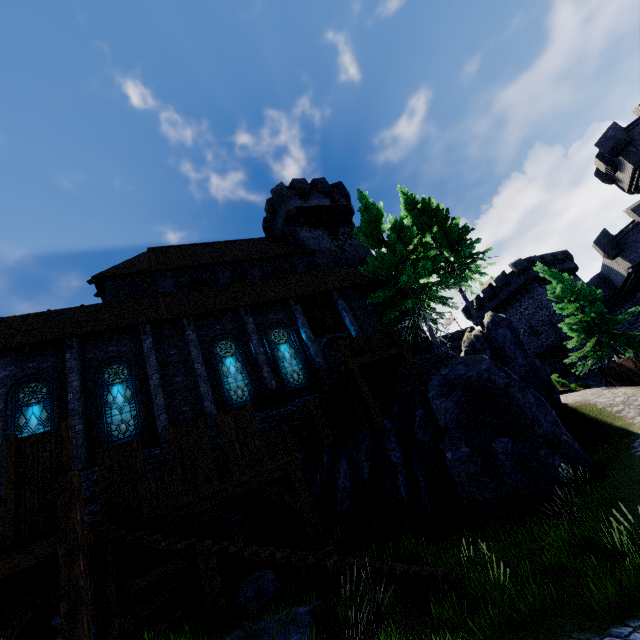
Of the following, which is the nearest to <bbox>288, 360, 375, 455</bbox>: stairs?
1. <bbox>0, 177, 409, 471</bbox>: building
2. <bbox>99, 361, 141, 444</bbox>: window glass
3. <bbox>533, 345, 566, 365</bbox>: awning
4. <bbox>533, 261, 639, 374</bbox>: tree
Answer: <bbox>0, 177, 409, 471</bbox>: building

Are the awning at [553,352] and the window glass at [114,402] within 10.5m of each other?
no

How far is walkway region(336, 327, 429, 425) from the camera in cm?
1368

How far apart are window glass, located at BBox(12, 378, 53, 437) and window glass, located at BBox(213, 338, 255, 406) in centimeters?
652cm

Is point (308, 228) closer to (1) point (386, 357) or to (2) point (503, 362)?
(1) point (386, 357)

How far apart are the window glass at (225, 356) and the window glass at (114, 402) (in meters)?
3.51

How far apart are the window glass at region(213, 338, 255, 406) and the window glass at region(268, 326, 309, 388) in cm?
153

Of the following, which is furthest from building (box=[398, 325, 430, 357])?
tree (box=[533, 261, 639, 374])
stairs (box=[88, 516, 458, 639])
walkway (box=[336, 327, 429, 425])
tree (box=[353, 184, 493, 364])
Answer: tree (box=[533, 261, 639, 374])
